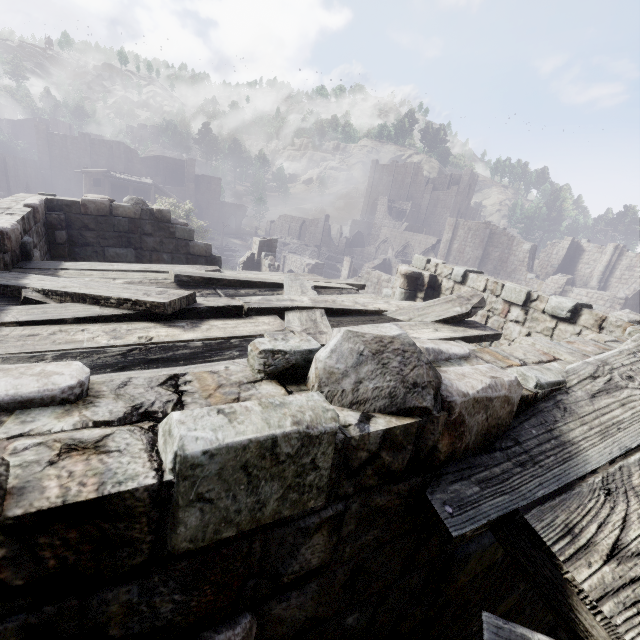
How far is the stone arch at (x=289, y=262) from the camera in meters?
34.6 m

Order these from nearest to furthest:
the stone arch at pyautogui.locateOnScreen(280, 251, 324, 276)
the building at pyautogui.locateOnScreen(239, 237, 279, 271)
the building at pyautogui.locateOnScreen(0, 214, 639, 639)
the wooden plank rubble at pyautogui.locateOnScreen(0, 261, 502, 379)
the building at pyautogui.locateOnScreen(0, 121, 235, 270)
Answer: the building at pyautogui.locateOnScreen(0, 214, 639, 639)
the wooden plank rubble at pyautogui.locateOnScreen(0, 261, 502, 379)
the building at pyautogui.locateOnScreen(0, 121, 235, 270)
the building at pyautogui.locateOnScreen(239, 237, 279, 271)
the stone arch at pyautogui.locateOnScreen(280, 251, 324, 276)

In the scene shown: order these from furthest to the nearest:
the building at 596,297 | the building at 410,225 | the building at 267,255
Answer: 1. the building at 410,225
2. the building at 267,255
3. the building at 596,297

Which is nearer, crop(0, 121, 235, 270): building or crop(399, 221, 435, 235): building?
crop(0, 121, 235, 270): building

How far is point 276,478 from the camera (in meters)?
1.01

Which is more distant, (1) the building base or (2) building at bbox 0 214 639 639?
(1) the building base

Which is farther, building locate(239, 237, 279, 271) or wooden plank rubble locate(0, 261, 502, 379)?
building locate(239, 237, 279, 271)
